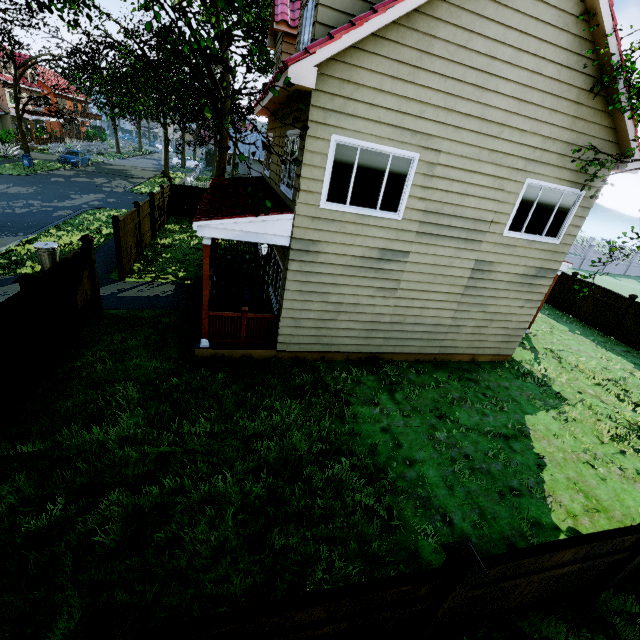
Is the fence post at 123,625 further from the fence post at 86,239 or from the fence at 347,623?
the fence post at 86,239

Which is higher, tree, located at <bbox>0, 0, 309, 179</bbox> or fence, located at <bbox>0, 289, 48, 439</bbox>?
tree, located at <bbox>0, 0, 309, 179</bbox>

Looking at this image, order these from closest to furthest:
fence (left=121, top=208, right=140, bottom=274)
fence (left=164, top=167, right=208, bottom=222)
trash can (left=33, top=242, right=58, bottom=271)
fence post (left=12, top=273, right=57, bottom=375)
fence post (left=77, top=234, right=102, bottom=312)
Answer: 1. fence post (left=12, top=273, right=57, bottom=375)
2. fence post (left=77, top=234, right=102, bottom=312)
3. trash can (left=33, top=242, right=58, bottom=271)
4. fence (left=121, top=208, right=140, bottom=274)
5. fence (left=164, top=167, right=208, bottom=222)

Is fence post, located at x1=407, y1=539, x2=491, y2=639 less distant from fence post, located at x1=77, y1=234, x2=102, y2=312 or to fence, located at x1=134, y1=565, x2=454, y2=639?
fence, located at x1=134, y1=565, x2=454, y2=639

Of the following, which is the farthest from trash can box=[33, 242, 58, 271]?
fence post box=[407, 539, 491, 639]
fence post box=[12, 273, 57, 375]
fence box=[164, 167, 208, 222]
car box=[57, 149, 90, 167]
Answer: car box=[57, 149, 90, 167]

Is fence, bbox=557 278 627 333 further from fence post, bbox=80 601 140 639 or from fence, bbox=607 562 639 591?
fence post, bbox=80 601 140 639

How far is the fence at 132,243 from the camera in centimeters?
1148cm

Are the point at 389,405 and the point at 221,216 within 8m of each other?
yes
